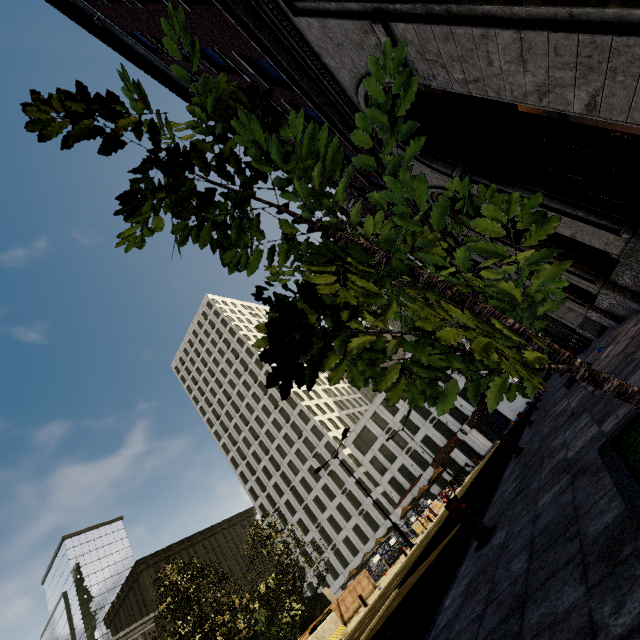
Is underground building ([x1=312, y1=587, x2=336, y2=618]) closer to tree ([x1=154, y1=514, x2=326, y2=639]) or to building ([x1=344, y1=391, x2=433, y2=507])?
tree ([x1=154, y1=514, x2=326, y2=639])

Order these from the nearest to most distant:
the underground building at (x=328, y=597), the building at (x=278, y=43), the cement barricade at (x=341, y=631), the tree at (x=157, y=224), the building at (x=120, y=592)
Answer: the tree at (x=157, y=224) → the building at (x=278, y=43) → the cement barricade at (x=341, y=631) → the underground building at (x=328, y=597) → the building at (x=120, y=592)

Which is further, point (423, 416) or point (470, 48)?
point (423, 416)

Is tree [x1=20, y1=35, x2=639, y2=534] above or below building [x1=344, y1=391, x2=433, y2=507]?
below

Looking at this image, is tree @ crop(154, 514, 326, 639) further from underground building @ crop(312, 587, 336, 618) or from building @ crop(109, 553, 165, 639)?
building @ crop(109, 553, 165, 639)

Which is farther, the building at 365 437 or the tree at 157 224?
the building at 365 437

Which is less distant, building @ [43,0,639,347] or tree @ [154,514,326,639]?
building @ [43,0,639,347]

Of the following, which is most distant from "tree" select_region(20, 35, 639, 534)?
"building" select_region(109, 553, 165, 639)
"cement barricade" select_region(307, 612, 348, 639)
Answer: "building" select_region(109, 553, 165, 639)
